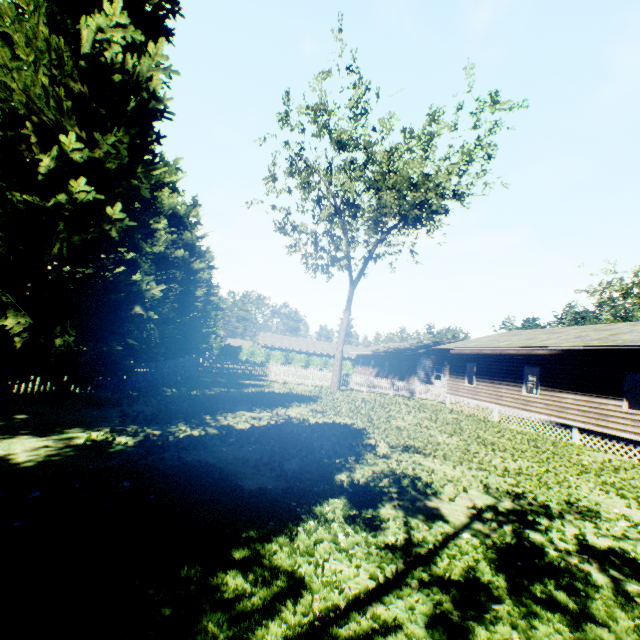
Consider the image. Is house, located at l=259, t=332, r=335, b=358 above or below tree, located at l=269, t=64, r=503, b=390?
below

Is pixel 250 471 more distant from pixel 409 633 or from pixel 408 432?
pixel 408 432

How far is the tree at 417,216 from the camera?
19.8 meters

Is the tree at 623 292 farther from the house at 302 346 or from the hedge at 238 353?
the house at 302 346

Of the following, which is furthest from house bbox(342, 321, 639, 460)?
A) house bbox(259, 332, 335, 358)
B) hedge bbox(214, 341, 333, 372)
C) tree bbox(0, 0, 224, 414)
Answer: house bbox(259, 332, 335, 358)

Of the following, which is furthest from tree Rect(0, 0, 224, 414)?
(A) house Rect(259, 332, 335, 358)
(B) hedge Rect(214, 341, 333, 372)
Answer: (A) house Rect(259, 332, 335, 358)

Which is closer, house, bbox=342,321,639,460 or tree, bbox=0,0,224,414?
tree, bbox=0,0,224,414

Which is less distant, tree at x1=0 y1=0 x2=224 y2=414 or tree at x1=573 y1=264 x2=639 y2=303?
tree at x1=0 y1=0 x2=224 y2=414
